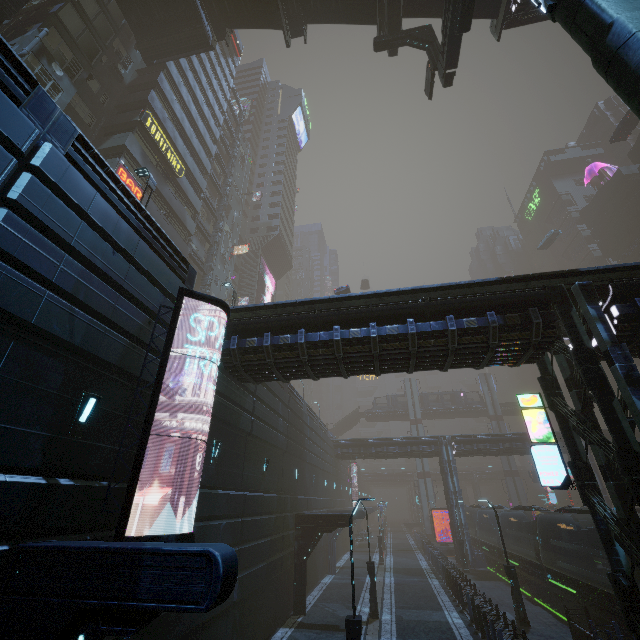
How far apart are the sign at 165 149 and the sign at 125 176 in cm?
434

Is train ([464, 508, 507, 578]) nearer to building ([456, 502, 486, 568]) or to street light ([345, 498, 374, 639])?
building ([456, 502, 486, 568])

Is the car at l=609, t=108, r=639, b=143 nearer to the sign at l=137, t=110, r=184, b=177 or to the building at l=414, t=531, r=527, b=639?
the building at l=414, t=531, r=527, b=639

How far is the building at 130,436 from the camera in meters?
7.8 m

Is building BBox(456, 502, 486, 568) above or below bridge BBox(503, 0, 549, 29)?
below

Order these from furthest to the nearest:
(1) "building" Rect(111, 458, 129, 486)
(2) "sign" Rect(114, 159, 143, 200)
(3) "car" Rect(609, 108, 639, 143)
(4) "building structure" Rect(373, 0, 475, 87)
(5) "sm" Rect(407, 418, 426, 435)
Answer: (5) "sm" Rect(407, 418, 426, 435)
(3) "car" Rect(609, 108, 639, 143)
(2) "sign" Rect(114, 159, 143, 200)
(4) "building structure" Rect(373, 0, 475, 87)
(1) "building" Rect(111, 458, 129, 486)

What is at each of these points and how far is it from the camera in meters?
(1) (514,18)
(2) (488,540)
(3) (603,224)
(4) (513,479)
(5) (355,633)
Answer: (1) bridge, 18.0 m
(2) train, 32.2 m
(3) building, 59.5 m
(4) sm, 52.6 m
(5) street light, 9.3 m

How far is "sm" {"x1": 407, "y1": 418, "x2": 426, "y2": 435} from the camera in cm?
5872
